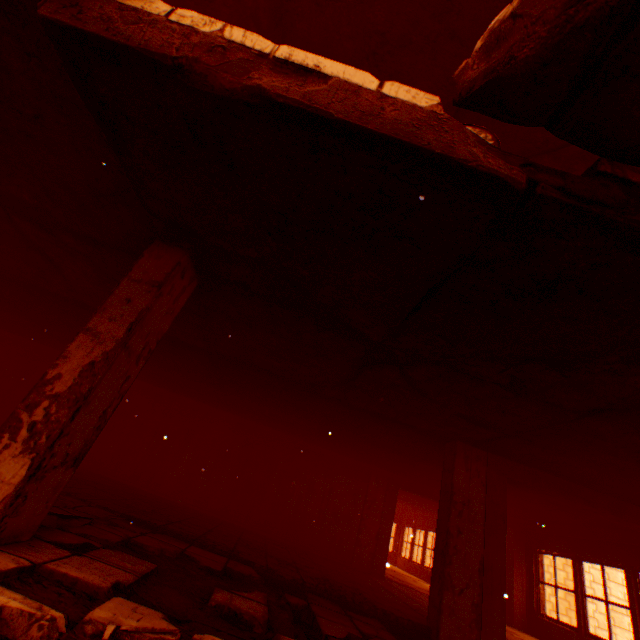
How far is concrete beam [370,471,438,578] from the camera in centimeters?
882cm

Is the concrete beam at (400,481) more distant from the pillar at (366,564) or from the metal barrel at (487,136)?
the metal barrel at (487,136)

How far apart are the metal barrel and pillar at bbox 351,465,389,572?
8.82m

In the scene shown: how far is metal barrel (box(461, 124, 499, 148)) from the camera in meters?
2.0 m

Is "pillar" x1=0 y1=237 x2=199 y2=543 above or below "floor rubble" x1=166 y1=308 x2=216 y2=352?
below

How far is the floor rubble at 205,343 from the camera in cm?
488

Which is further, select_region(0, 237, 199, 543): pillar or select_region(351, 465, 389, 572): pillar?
select_region(351, 465, 389, 572): pillar

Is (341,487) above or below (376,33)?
below
